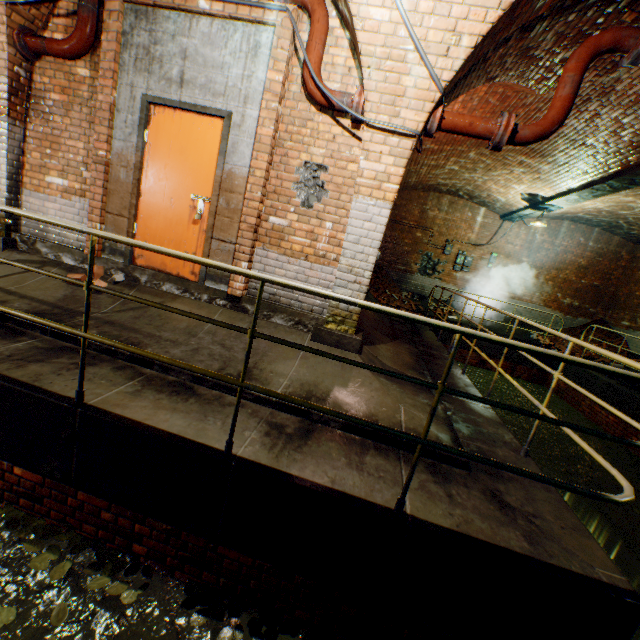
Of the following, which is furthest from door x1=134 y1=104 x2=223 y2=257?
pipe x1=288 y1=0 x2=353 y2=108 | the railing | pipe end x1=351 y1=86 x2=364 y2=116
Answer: the railing

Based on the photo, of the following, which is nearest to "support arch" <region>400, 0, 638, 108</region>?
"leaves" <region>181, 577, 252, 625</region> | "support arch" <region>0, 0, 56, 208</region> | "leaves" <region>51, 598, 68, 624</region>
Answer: "support arch" <region>0, 0, 56, 208</region>

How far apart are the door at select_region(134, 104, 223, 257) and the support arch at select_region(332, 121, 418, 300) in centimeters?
165cm

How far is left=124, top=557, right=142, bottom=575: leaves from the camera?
2.5 meters

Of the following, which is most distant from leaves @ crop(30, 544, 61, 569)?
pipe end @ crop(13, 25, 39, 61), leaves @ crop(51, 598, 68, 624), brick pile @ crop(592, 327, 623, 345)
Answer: brick pile @ crop(592, 327, 623, 345)

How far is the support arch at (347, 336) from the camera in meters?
4.0

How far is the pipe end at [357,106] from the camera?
3.5 meters

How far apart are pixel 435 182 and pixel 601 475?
9.9m
